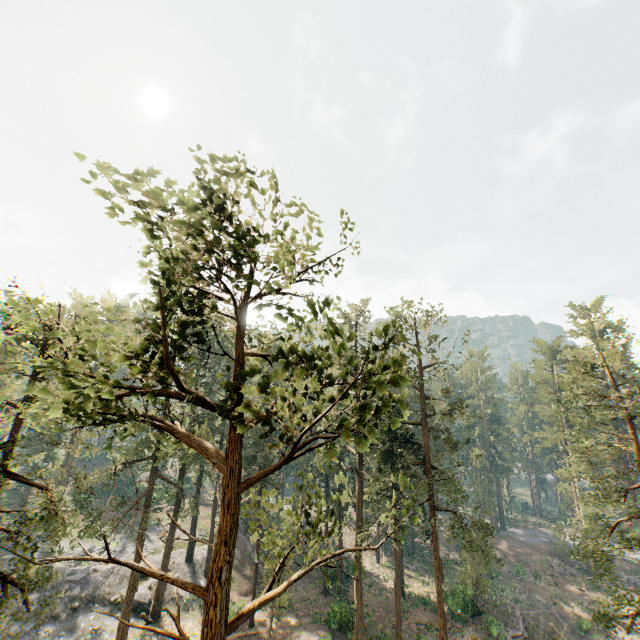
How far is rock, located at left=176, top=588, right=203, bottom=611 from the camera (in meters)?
32.78

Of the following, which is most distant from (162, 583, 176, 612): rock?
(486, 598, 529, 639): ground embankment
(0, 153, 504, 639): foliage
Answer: (486, 598, 529, 639): ground embankment

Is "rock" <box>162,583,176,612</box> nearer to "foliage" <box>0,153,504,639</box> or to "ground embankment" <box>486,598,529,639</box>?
"foliage" <box>0,153,504,639</box>

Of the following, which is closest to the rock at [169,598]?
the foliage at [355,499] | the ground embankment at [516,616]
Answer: the foliage at [355,499]

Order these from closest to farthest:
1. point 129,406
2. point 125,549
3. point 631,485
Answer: point 129,406 < point 125,549 < point 631,485

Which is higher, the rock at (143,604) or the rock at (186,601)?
the rock at (143,604)
